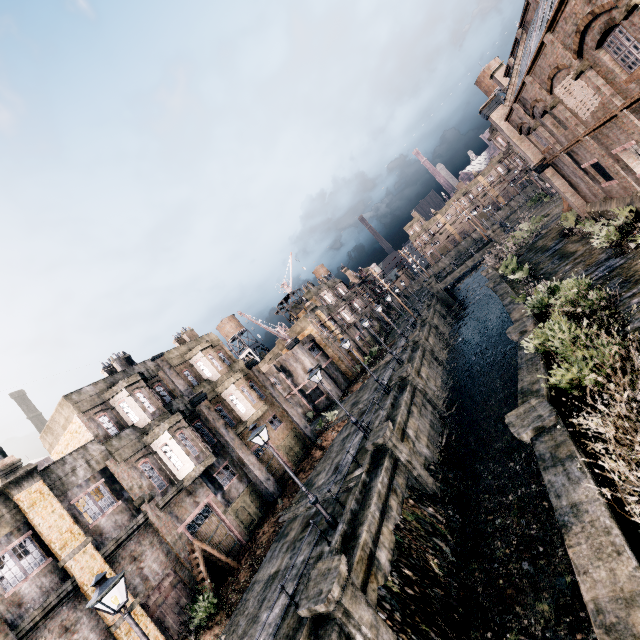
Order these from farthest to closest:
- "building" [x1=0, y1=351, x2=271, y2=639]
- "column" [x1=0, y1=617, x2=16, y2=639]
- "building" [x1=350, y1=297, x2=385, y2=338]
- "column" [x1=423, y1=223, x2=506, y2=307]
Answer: "building" [x1=350, y1=297, x2=385, y2=338]
"column" [x1=423, y1=223, x2=506, y2=307]
"building" [x1=0, y1=351, x2=271, y2=639]
"column" [x1=0, y1=617, x2=16, y2=639]

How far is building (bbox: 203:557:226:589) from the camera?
17.8 meters

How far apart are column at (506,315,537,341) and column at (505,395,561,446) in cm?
673

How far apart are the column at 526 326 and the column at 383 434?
8.18m

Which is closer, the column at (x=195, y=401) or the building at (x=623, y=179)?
the building at (x=623, y=179)

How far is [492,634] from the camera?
11.3 meters

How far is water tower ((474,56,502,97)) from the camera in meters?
48.9 m

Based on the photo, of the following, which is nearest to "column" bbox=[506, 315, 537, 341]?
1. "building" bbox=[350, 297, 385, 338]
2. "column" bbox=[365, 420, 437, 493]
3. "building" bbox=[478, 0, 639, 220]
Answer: "building" bbox=[478, 0, 639, 220]
